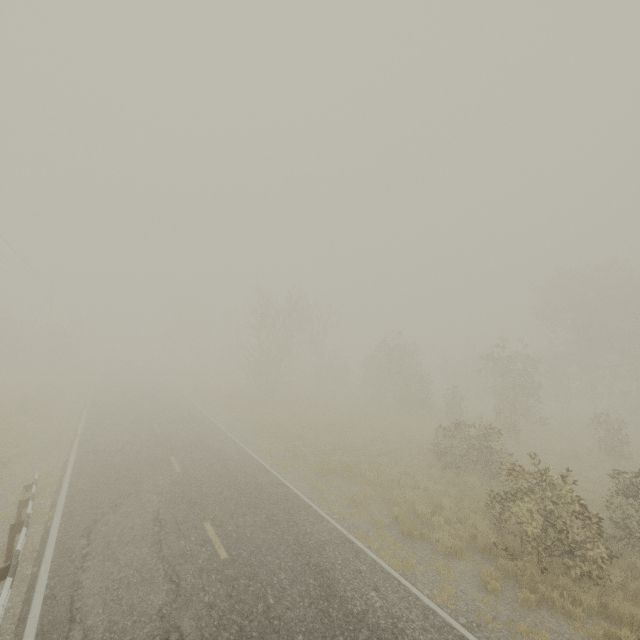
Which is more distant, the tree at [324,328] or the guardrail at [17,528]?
the tree at [324,328]

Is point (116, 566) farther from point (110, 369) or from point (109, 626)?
point (110, 369)

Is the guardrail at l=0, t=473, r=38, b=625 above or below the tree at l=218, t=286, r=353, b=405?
below

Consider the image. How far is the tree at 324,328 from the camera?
29.66m

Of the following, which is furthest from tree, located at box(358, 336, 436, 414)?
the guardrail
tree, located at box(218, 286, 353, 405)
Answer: tree, located at box(218, 286, 353, 405)

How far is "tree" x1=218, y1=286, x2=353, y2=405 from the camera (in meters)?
29.66

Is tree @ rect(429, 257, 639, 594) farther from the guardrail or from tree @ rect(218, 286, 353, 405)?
tree @ rect(218, 286, 353, 405)

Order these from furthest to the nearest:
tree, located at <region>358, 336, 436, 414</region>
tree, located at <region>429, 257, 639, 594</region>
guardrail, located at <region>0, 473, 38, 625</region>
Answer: tree, located at <region>358, 336, 436, 414</region>, tree, located at <region>429, 257, 639, 594</region>, guardrail, located at <region>0, 473, 38, 625</region>
